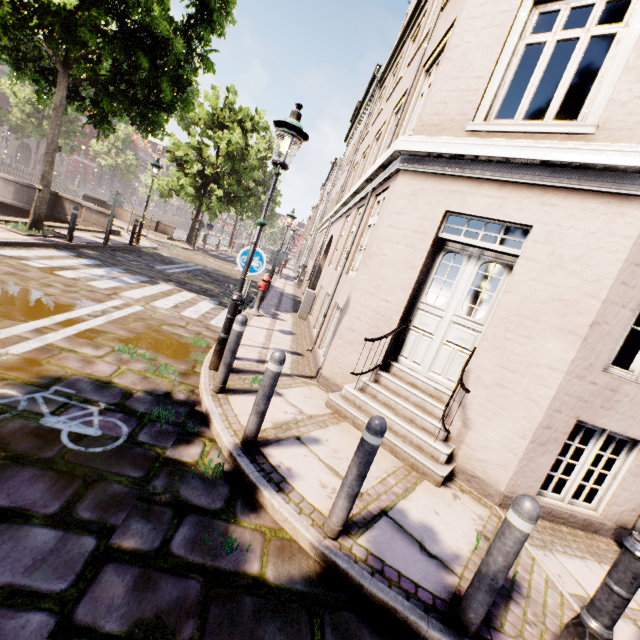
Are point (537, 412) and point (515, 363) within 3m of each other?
yes

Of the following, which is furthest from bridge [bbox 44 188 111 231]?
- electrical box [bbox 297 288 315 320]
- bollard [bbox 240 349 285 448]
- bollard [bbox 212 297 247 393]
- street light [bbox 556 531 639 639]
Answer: street light [bbox 556 531 639 639]

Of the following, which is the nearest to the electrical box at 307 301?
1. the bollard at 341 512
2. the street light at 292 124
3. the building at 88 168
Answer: the street light at 292 124

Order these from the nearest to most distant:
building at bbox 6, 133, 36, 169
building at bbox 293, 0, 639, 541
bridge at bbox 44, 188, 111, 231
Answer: building at bbox 293, 0, 639, 541 → bridge at bbox 44, 188, 111, 231 → building at bbox 6, 133, 36, 169

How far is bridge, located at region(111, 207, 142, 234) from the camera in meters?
15.5

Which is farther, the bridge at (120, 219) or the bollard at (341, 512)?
the bridge at (120, 219)

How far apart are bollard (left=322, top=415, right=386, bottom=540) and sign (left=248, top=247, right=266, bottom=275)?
4.16m

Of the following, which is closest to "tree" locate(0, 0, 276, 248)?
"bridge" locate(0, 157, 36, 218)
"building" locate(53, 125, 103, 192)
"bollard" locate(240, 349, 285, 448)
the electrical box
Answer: "bridge" locate(0, 157, 36, 218)
